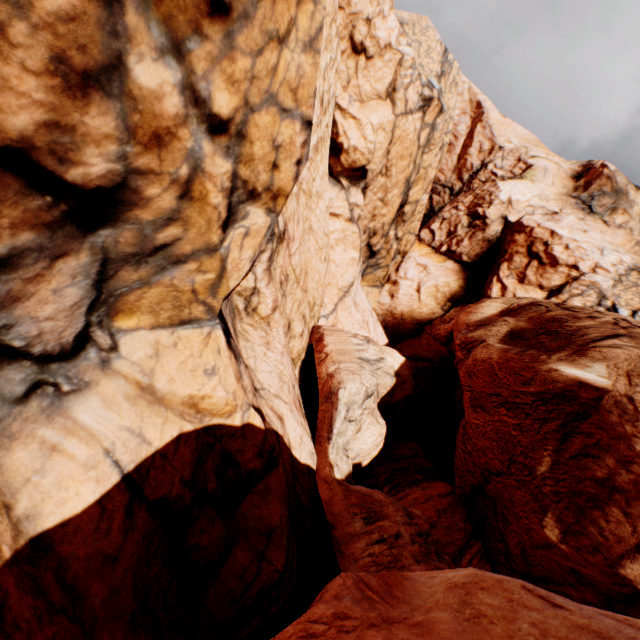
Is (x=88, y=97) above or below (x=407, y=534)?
above
